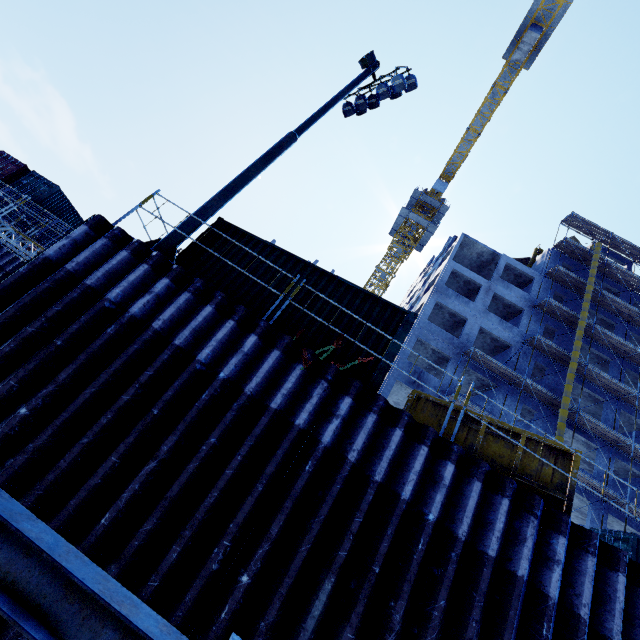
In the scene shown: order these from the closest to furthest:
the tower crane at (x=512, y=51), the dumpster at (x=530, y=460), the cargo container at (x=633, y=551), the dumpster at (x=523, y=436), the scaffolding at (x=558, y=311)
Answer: the dumpster at (x=530, y=460) < the dumpster at (x=523, y=436) < the cargo container at (x=633, y=551) < the scaffolding at (x=558, y=311) < the tower crane at (x=512, y=51)

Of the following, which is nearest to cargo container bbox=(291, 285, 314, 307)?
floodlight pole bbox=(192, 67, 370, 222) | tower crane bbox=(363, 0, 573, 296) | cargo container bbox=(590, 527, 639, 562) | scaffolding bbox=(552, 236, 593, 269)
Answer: floodlight pole bbox=(192, 67, 370, 222)

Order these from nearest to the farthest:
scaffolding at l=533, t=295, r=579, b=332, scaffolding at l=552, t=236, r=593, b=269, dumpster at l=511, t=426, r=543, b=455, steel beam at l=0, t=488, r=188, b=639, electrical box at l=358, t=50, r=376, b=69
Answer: steel beam at l=0, t=488, r=188, b=639
dumpster at l=511, t=426, r=543, b=455
electrical box at l=358, t=50, r=376, b=69
scaffolding at l=533, t=295, r=579, b=332
scaffolding at l=552, t=236, r=593, b=269

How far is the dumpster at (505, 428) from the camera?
7.4m

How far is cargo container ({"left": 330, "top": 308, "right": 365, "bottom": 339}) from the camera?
7.41m

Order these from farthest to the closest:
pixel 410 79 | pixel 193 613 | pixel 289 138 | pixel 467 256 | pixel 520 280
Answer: pixel 467 256 → pixel 520 280 → pixel 410 79 → pixel 289 138 → pixel 193 613

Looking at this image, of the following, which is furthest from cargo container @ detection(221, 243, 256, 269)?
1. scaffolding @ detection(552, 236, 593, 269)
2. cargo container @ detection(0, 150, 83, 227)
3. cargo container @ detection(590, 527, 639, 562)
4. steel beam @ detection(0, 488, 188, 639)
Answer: cargo container @ detection(0, 150, 83, 227)

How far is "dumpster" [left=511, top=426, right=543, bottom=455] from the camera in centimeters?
700cm
